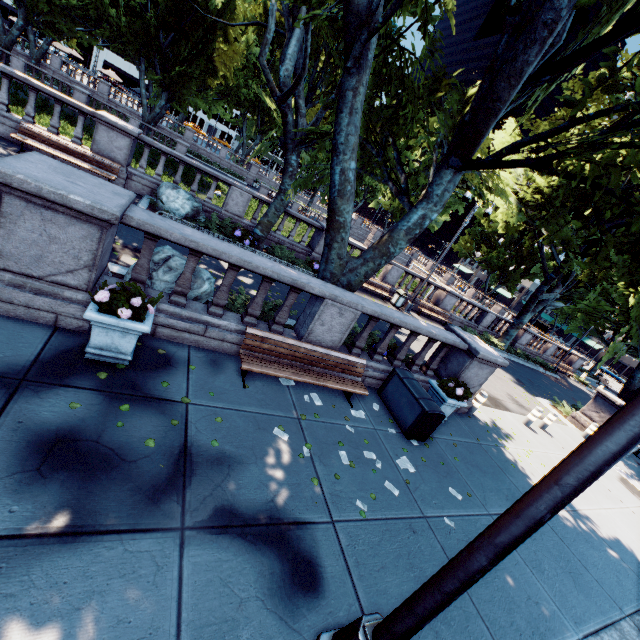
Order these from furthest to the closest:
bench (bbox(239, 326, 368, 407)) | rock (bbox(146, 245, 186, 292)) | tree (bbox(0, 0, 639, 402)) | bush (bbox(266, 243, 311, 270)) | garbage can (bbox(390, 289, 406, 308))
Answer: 1. garbage can (bbox(390, 289, 406, 308))
2. bush (bbox(266, 243, 311, 270))
3. rock (bbox(146, 245, 186, 292))
4. bench (bbox(239, 326, 368, 407))
5. tree (bbox(0, 0, 639, 402))

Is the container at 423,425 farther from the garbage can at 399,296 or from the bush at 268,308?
the garbage can at 399,296

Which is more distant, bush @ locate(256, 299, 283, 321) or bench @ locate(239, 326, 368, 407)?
bush @ locate(256, 299, 283, 321)

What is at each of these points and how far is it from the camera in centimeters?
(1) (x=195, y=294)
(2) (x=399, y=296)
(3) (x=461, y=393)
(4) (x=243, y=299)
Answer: (1) rock, 703cm
(2) garbage can, 1878cm
(3) plant, 802cm
(4) bush, 820cm

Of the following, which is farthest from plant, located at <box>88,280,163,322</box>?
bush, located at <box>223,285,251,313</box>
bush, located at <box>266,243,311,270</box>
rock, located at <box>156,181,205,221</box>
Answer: bush, located at <box>266,243,311,270</box>

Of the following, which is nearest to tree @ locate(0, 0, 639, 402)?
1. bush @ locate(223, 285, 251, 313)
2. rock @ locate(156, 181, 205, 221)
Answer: bush @ locate(223, 285, 251, 313)

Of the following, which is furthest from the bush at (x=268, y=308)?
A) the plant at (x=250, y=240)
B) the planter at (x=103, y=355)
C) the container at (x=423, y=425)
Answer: the plant at (x=250, y=240)

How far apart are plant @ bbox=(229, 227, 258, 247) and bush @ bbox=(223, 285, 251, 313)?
5.0 meters
